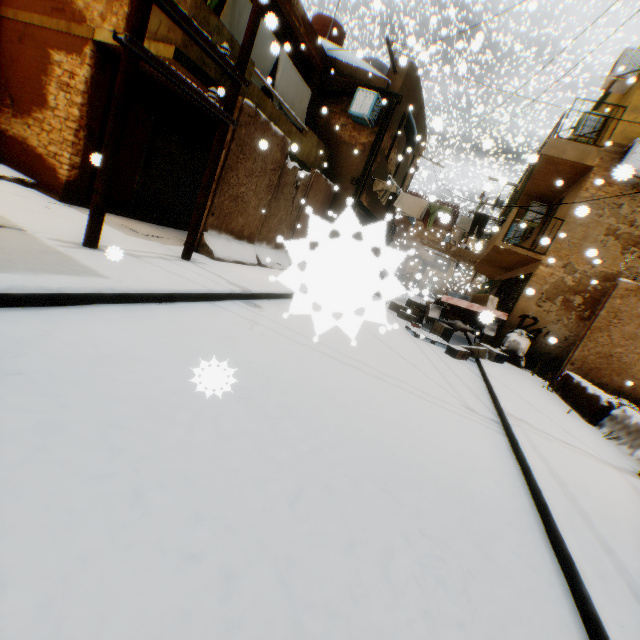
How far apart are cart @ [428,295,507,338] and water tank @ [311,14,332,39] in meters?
11.2

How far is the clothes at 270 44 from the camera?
7.9 meters

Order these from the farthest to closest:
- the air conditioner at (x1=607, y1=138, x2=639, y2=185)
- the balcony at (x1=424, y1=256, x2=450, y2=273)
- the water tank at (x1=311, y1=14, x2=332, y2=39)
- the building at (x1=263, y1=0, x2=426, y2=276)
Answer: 1. the balcony at (x1=424, y1=256, x2=450, y2=273)
2. the water tank at (x1=311, y1=14, x2=332, y2=39)
3. the building at (x1=263, y1=0, x2=426, y2=276)
4. the air conditioner at (x1=607, y1=138, x2=639, y2=185)

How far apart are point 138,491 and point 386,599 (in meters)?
1.39

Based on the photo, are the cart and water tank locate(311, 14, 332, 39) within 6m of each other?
no

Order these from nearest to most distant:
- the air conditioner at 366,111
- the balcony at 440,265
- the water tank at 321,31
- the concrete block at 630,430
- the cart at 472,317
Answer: the concrete block at 630,430 → the cart at 472,317 → the air conditioner at 366,111 → the water tank at 321,31 → the balcony at 440,265

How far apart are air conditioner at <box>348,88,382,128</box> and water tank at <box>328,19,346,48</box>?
4.41m

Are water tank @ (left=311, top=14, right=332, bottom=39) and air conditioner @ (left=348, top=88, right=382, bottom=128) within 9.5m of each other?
yes
